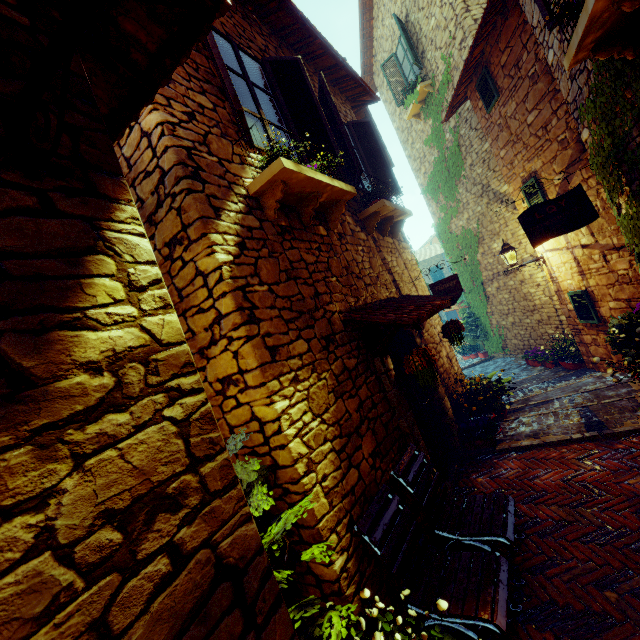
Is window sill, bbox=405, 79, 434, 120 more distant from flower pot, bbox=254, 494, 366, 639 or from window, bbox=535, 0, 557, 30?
flower pot, bbox=254, 494, 366, 639

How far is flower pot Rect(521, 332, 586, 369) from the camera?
7.6m

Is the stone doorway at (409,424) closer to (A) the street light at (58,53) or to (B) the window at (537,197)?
(A) the street light at (58,53)

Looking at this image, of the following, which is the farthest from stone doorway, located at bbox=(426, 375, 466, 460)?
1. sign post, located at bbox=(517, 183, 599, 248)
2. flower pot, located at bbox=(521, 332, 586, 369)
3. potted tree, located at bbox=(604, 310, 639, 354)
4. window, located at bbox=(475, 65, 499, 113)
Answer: window, located at bbox=(475, 65, 499, 113)

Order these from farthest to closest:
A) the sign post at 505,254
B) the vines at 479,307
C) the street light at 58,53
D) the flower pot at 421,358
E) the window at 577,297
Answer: the vines at 479,307, the sign post at 505,254, the window at 577,297, the flower pot at 421,358, the street light at 58,53

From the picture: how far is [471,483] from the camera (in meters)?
4.43

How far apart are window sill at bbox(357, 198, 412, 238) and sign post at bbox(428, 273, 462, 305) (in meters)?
0.92

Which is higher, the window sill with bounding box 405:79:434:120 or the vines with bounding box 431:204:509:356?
the window sill with bounding box 405:79:434:120
